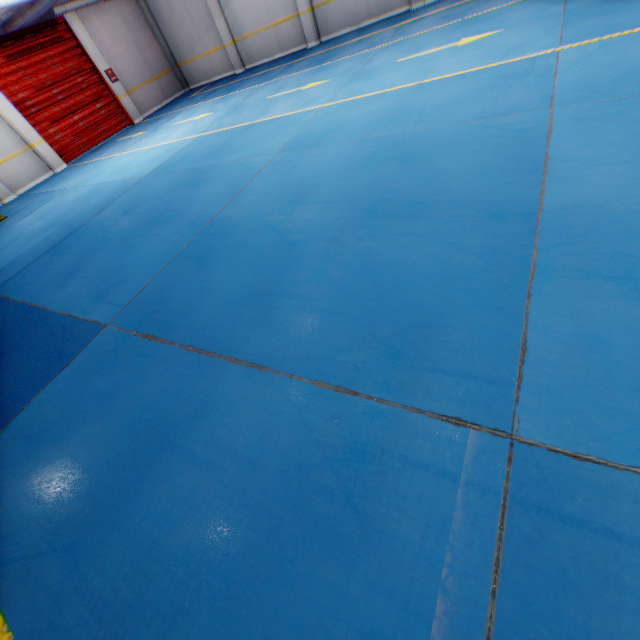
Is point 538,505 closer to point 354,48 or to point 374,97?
point 374,97

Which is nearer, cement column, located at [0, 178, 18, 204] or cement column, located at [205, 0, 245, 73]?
cement column, located at [0, 178, 18, 204]

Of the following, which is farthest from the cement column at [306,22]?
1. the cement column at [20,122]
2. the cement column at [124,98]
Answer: the cement column at [20,122]

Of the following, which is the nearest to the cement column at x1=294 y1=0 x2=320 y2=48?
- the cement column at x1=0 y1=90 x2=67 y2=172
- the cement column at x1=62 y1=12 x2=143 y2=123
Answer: the cement column at x1=62 y1=12 x2=143 y2=123

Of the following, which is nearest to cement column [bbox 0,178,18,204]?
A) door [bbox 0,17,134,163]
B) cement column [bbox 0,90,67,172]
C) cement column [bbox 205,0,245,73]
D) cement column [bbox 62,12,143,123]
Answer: cement column [bbox 0,90,67,172]

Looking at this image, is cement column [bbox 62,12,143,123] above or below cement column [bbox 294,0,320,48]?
above

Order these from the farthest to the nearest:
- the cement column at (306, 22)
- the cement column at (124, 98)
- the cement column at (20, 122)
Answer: the cement column at (124, 98) < the cement column at (306, 22) < the cement column at (20, 122)

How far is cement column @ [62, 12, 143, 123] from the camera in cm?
1232
